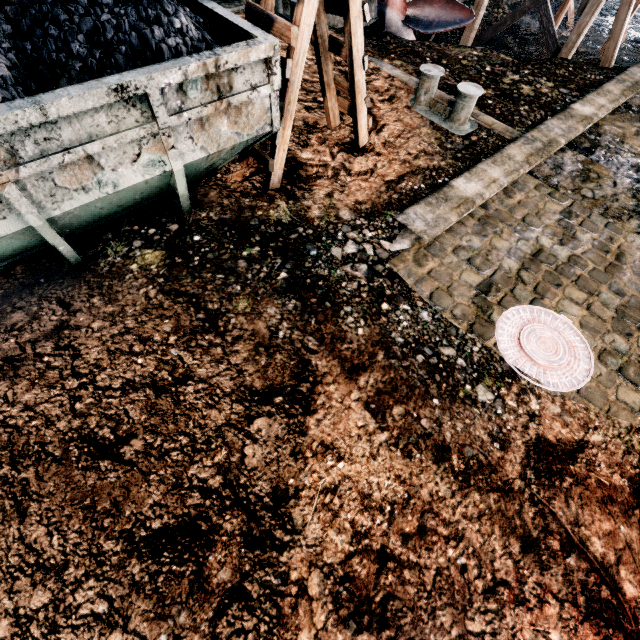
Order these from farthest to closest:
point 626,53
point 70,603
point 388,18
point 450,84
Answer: point 626,53 → point 388,18 → point 450,84 → point 70,603

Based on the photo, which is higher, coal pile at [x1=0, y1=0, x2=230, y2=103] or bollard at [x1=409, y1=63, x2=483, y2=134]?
coal pile at [x1=0, y1=0, x2=230, y2=103]

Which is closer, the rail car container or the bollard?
the rail car container

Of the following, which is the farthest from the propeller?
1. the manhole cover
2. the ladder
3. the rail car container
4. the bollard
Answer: the manhole cover

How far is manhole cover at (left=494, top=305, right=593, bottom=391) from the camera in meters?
5.1

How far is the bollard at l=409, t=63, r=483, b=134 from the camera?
8.41m

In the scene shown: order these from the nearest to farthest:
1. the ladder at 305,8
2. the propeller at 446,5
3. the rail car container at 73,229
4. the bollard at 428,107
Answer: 1. the rail car container at 73,229
2. the ladder at 305,8
3. the bollard at 428,107
4. the propeller at 446,5

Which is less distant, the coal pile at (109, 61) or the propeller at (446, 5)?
the coal pile at (109, 61)
